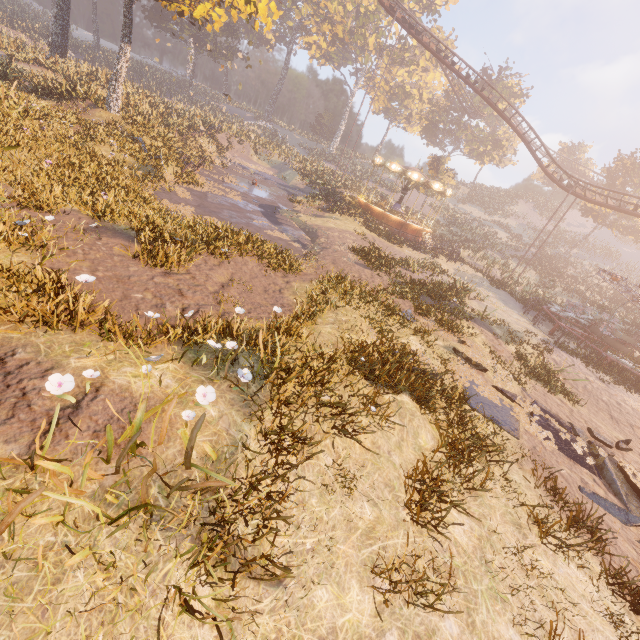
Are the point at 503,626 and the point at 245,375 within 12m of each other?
yes

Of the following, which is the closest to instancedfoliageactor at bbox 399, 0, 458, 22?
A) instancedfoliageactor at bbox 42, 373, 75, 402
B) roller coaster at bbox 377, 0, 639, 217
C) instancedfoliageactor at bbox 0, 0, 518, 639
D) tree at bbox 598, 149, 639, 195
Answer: roller coaster at bbox 377, 0, 639, 217

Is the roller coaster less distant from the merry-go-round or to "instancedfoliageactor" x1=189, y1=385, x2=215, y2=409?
the merry-go-round

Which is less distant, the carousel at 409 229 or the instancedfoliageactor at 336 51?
the instancedfoliageactor at 336 51

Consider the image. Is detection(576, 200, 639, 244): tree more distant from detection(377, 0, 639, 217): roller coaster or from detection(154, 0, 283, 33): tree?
detection(154, 0, 283, 33): tree

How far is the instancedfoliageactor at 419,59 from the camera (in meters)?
46.18

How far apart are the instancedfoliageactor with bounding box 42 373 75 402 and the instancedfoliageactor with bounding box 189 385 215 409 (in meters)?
0.53

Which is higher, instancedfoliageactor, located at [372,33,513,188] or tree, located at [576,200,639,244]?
instancedfoliageactor, located at [372,33,513,188]
